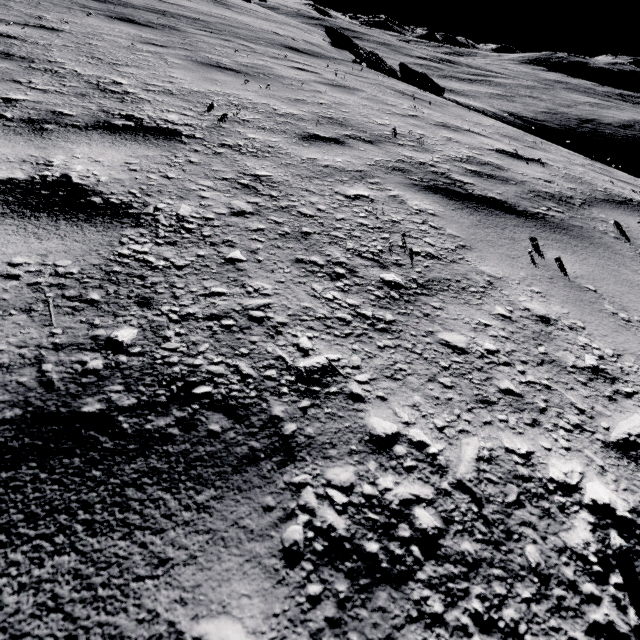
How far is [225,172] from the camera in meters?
1.8 m
